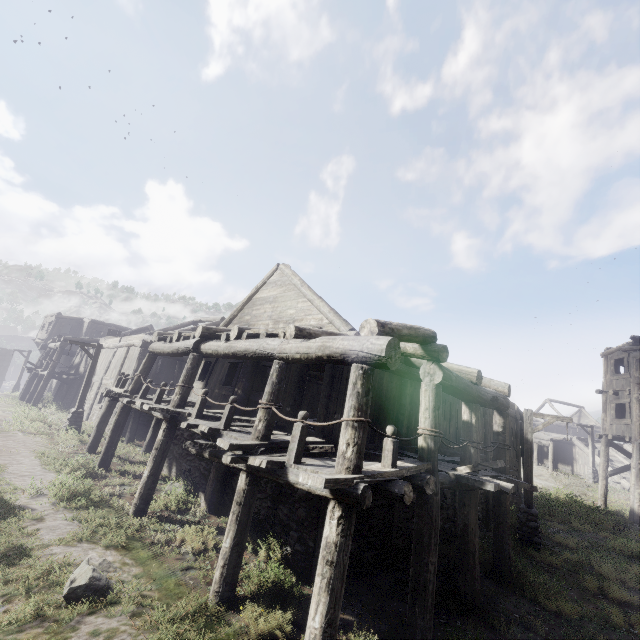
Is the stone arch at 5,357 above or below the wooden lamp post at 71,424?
above

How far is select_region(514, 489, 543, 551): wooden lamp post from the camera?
11.29m

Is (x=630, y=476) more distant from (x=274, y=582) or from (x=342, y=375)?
(x=274, y=582)

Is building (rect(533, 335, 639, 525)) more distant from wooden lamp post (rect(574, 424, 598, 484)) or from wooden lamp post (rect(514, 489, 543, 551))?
wooden lamp post (rect(514, 489, 543, 551))

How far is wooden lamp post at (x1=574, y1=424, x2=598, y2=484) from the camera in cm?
2727

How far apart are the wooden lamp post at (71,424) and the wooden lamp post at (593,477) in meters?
37.0

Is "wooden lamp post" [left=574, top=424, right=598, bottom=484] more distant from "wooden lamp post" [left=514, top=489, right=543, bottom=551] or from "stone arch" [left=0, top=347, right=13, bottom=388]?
"stone arch" [left=0, top=347, right=13, bottom=388]

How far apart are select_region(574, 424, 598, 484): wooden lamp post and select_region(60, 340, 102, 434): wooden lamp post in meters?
37.0 m
